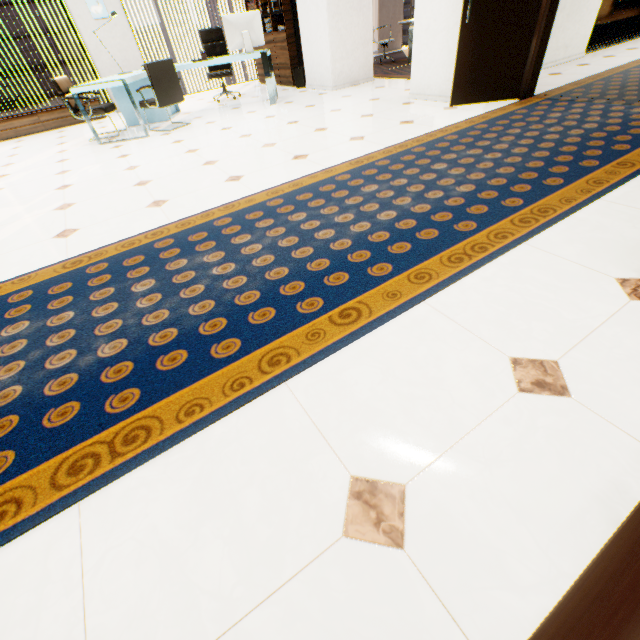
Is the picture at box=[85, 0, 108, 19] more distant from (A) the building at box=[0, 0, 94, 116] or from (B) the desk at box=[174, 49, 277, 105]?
(A) the building at box=[0, 0, 94, 116]

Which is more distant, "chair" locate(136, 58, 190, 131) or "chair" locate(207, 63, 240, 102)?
"chair" locate(207, 63, 240, 102)

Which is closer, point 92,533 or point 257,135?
point 92,533

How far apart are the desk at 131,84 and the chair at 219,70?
0.8m

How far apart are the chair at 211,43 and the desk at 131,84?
0.5m

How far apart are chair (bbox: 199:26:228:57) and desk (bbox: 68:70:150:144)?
0.5 meters

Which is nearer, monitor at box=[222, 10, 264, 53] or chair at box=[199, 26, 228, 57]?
monitor at box=[222, 10, 264, 53]

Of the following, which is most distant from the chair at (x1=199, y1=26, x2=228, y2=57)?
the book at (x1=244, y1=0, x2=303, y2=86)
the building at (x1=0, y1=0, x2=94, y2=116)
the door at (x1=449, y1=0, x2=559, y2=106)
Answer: the building at (x1=0, y1=0, x2=94, y2=116)
